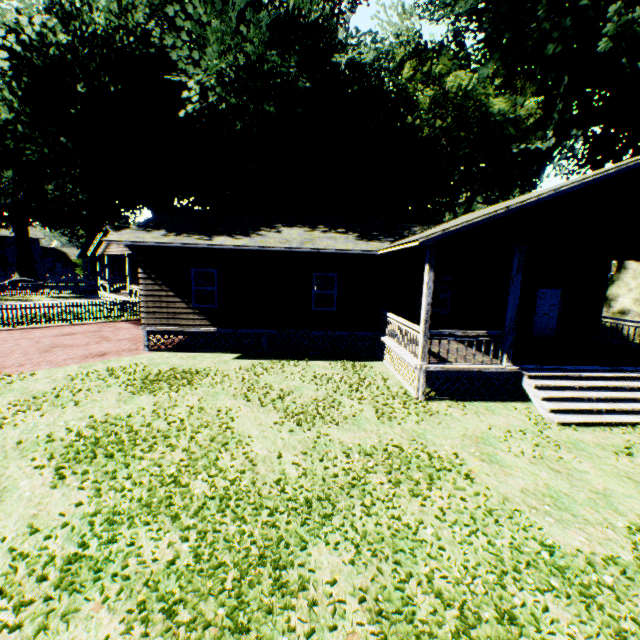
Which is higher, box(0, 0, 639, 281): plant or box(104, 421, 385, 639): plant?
box(0, 0, 639, 281): plant

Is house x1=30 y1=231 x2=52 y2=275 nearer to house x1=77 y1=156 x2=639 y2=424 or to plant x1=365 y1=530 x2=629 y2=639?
plant x1=365 y1=530 x2=629 y2=639

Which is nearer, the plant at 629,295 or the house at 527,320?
the house at 527,320

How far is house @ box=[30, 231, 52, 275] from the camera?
58.5 meters

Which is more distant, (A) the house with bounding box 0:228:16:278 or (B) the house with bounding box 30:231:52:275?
(B) the house with bounding box 30:231:52:275

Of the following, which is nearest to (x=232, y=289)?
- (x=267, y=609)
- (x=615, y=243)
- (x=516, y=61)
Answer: (x=267, y=609)

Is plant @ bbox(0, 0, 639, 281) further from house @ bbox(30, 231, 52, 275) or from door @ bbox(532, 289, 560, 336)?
door @ bbox(532, 289, 560, 336)

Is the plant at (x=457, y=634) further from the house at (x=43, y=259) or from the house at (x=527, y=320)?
the house at (x=43, y=259)
